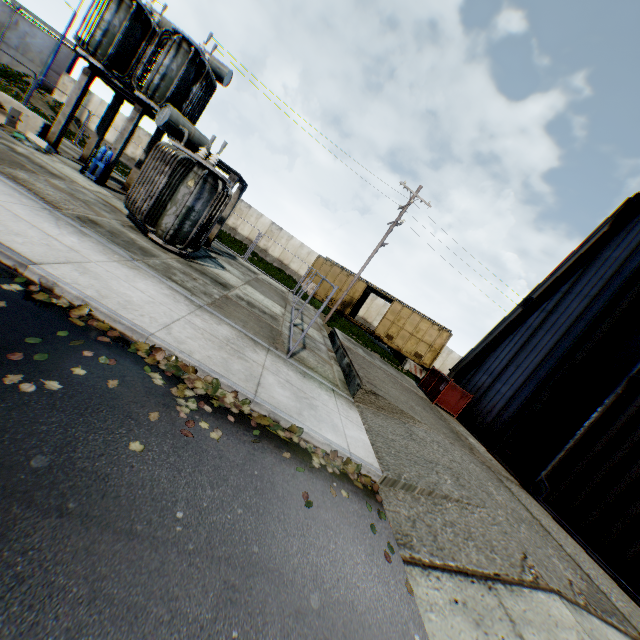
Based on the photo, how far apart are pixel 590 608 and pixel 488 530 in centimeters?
156cm

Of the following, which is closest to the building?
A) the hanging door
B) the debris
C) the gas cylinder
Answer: the hanging door

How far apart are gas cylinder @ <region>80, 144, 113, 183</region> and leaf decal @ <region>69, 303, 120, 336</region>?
10.9 meters

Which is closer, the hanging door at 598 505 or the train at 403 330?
the hanging door at 598 505

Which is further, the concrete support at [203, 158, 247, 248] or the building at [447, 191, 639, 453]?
the concrete support at [203, 158, 247, 248]

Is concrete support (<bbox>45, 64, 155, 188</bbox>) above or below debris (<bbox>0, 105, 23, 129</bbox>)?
above

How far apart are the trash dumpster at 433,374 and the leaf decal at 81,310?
11.7m

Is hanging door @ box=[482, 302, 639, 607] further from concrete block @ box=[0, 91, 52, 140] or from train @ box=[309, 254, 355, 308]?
concrete block @ box=[0, 91, 52, 140]
